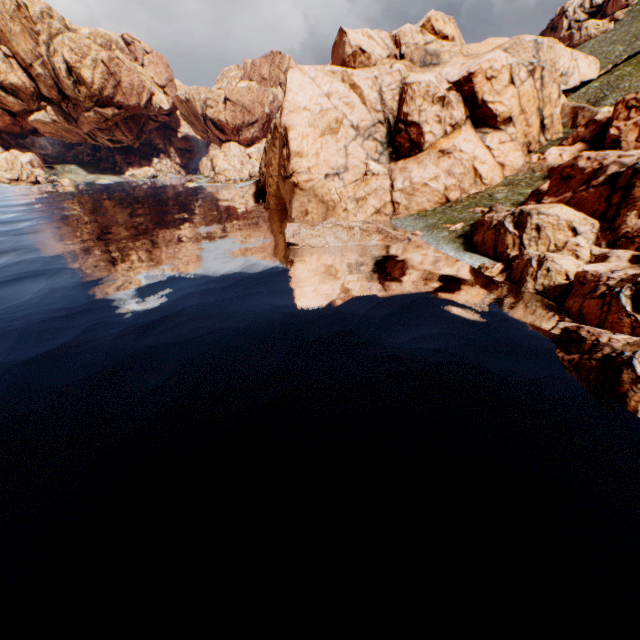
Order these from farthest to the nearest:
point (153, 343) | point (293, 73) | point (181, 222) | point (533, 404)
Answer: point (293, 73) < point (181, 222) < point (153, 343) < point (533, 404)

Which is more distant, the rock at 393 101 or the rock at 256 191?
the rock at 256 191

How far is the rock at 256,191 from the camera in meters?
57.4

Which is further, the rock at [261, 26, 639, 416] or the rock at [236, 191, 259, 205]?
the rock at [236, 191, 259, 205]

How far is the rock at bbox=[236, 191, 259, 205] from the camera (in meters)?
57.40
